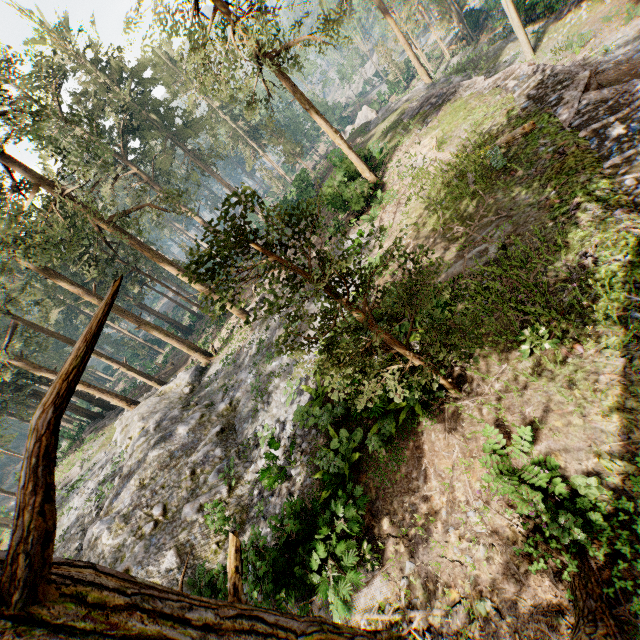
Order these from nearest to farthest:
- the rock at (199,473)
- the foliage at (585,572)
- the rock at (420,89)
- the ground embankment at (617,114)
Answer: the foliage at (585,572) → the ground embankment at (617,114) → the rock at (199,473) → the rock at (420,89)

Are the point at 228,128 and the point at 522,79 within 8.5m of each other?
no

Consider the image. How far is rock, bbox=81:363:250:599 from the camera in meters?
11.5 m

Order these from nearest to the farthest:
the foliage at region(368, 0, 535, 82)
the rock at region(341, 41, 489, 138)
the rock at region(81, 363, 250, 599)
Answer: the rock at region(81, 363, 250, 599) → the foliage at region(368, 0, 535, 82) → the rock at region(341, 41, 489, 138)

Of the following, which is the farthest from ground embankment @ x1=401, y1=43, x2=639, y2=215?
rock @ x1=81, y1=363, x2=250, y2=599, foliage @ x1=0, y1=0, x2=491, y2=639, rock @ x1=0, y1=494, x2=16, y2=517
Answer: rock @ x1=0, y1=494, x2=16, y2=517

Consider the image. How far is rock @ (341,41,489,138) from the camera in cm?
2889

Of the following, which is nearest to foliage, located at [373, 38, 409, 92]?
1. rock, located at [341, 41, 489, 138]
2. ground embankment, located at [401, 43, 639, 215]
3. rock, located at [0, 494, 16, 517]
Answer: rock, located at [341, 41, 489, 138]

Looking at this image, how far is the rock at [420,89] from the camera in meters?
28.9 m
